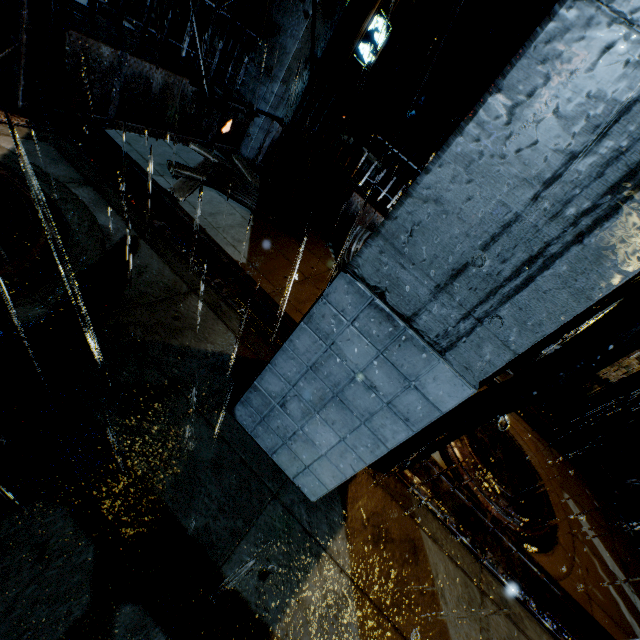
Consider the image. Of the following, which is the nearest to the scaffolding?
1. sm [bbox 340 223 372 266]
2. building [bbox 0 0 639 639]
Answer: building [bbox 0 0 639 639]

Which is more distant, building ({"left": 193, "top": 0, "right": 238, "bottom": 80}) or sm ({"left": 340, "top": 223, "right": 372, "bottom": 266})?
sm ({"left": 340, "top": 223, "right": 372, "bottom": 266})

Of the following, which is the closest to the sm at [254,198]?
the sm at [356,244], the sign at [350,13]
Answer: the sm at [356,244]

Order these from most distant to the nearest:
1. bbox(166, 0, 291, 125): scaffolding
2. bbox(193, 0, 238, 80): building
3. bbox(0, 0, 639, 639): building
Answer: bbox(193, 0, 238, 80): building, bbox(166, 0, 291, 125): scaffolding, bbox(0, 0, 639, 639): building

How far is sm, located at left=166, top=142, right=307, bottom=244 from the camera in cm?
504

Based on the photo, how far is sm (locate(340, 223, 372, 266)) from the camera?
6.41m

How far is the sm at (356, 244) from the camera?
6.4m

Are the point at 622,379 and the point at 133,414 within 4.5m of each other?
no
